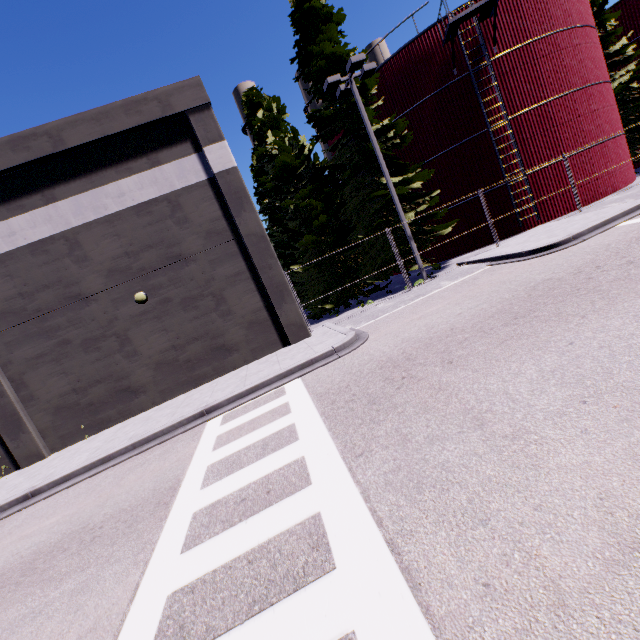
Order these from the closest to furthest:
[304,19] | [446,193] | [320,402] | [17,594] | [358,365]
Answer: [17,594] < [320,402] < [358,365] < [304,19] < [446,193]

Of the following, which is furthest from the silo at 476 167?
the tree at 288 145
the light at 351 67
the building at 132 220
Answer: the light at 351 67

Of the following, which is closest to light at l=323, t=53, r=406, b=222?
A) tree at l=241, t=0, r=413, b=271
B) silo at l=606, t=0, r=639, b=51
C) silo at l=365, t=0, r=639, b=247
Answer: tree at l=241, t=0, r=413, b=271

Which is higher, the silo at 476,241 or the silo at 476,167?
the silo at 476,167

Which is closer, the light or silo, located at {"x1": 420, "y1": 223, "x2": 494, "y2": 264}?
the light

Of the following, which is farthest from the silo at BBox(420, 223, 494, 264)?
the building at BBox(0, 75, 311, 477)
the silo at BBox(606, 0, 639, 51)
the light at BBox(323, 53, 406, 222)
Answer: the silo at BBox(606, 0, 639, 51)

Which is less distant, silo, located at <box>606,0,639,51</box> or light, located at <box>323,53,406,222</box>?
light, located at <box>323,53,406,222</box>

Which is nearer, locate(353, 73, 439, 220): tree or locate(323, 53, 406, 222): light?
locate(323, 53, 406, 222): light
